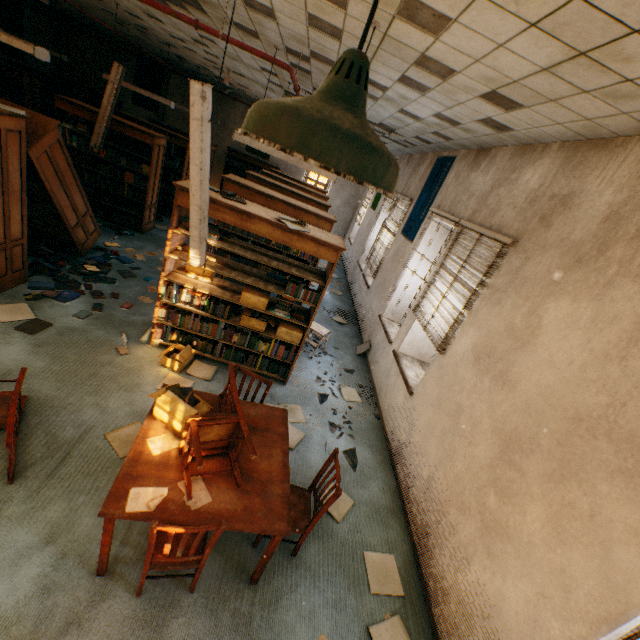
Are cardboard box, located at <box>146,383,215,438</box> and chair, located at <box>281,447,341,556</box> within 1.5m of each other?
yes

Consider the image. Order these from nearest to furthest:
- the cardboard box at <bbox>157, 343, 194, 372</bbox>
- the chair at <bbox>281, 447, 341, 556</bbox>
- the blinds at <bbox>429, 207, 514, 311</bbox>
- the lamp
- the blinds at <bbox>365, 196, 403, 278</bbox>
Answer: →
1. the lamp
2. the chair at <bbox>281, 447, 341, 556</bbox>
3. the blinds at <bbox>429, 207, 514, 311</bbox>
4. the cardboard box at <bbox>157, 343, 194, 372</bbox>
5. the blinds at <bbox>365, 196, 403, 278</bbox>

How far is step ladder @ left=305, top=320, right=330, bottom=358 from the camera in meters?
5.7

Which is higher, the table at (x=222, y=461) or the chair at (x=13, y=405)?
the table at (x=222, y=461)

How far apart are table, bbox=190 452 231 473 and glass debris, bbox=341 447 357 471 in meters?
1.1

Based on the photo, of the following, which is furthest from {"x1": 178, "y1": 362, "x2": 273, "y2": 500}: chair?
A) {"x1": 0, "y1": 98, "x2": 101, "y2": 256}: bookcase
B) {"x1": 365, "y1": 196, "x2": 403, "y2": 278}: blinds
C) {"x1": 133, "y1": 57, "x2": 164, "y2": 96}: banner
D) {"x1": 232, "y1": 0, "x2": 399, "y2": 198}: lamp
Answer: {"x1": 133, "y1": 57, "x2": 164, "y2": 96}: banner

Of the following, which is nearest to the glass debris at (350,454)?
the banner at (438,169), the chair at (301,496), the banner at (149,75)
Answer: the chair at (301,496)

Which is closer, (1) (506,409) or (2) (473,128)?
(1) (506,409)
